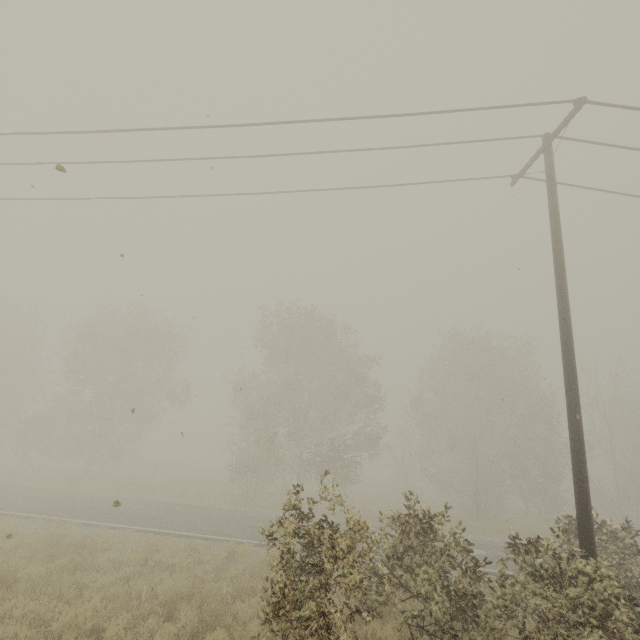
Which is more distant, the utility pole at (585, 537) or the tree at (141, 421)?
the tree at (141, 421)

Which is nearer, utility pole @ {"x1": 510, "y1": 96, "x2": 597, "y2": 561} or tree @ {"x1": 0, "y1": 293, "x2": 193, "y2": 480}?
utility pole @ {"x1": 510, "y1": 96, "x2": 597, "y2": 561}

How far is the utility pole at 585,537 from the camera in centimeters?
646cm

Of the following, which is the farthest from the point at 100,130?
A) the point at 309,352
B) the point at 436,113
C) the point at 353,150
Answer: the point at 309,352

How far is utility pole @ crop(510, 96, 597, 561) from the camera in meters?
6.5
